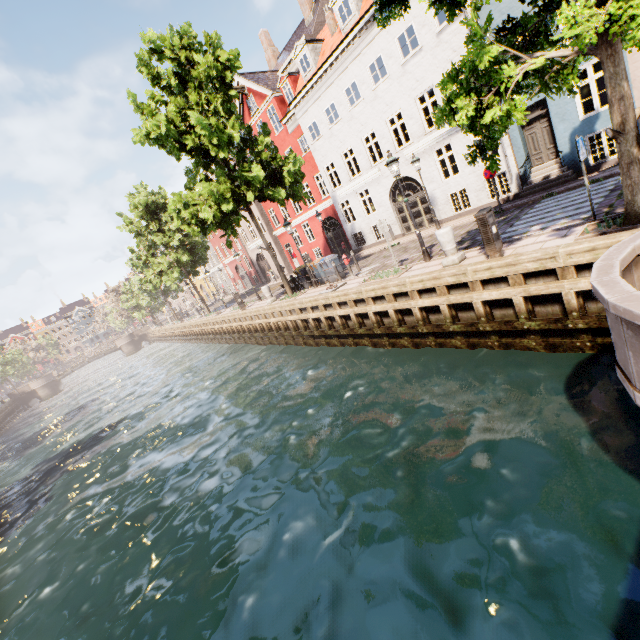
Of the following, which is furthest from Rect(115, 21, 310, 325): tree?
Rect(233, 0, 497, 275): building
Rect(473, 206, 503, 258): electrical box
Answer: Rect(233, 0, 497, 275): building

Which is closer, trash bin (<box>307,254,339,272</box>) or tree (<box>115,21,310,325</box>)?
tree (<box>115,21,310,325</box>)

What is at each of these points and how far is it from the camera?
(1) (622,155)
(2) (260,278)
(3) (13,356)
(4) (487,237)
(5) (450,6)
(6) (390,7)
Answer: (1) tree, 6.12m
(2) building, 37.56m
(3) tree, 53.69m
(4) electrical box, 8.02m
(5) tree, 7.73m
(6) tree, 6.30m

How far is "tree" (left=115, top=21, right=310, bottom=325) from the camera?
13.2 meters

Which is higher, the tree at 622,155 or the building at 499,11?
the building at 499,11

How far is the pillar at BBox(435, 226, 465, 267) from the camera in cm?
920

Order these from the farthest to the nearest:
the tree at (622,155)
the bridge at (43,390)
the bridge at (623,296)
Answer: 1. the bridge at (43,390)
2. the tree at (622,155)
3. the bridge at (623,296)

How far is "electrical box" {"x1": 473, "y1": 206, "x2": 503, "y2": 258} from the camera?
7.86m
